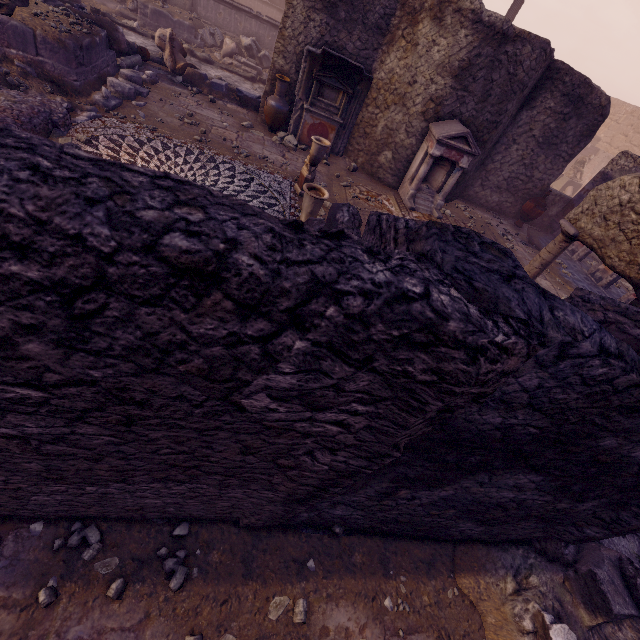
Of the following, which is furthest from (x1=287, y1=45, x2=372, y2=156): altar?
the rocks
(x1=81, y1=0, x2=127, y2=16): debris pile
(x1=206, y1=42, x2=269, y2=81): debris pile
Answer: (x1=81, y1=0, x2=127, y2=16): debris pile

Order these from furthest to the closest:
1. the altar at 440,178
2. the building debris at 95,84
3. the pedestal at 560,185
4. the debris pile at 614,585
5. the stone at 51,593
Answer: the pedestal at 560,185, the altar at 440,178, the building debris at 95,84, the debris pile at 614,585, the stone at 51,593

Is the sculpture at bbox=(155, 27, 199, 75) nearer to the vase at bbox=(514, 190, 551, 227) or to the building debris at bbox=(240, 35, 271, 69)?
the building debris at bbox=(240, 35, 271, 69)

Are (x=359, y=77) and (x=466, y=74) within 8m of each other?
yes

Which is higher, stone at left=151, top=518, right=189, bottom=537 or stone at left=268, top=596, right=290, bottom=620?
stone at left=151, top=518, right=189, bottom=537

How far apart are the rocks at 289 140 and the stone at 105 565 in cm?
901

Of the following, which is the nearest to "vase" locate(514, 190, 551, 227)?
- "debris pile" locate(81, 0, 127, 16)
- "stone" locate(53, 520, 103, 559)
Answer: "stone" locate(53, 520, 103, 559)

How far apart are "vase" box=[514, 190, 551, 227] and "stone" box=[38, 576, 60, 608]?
13.04m
